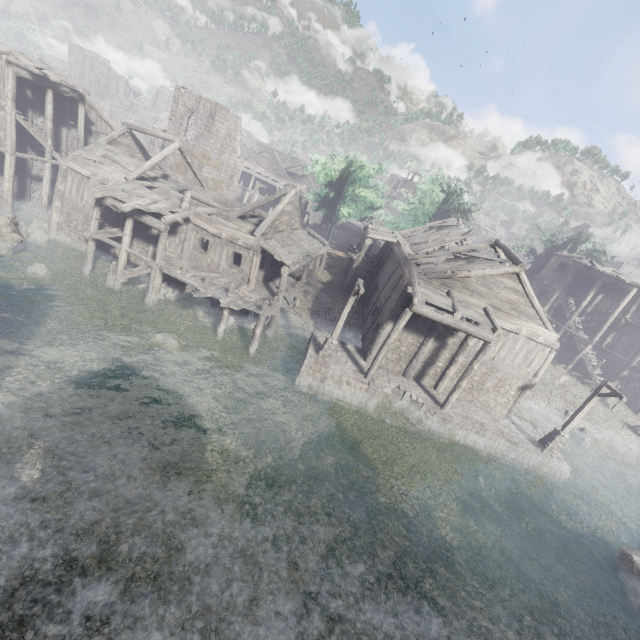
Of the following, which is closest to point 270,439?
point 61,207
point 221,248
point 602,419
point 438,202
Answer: point 221,248

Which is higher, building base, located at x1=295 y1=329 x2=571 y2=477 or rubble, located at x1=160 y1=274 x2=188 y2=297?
building base, located at x1=295 y1=329 x2=571 y2=477

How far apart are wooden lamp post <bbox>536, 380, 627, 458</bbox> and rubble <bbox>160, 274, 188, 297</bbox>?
23.29m

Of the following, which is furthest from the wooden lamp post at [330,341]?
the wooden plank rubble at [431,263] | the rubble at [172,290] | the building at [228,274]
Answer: the rubble at [172,290]

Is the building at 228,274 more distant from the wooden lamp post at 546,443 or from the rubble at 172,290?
the wooden lamp post at 546,443

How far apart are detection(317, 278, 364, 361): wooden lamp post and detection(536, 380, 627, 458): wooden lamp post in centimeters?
1300cm

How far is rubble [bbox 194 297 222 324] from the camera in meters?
20.0

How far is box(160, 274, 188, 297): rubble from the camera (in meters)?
20.41
